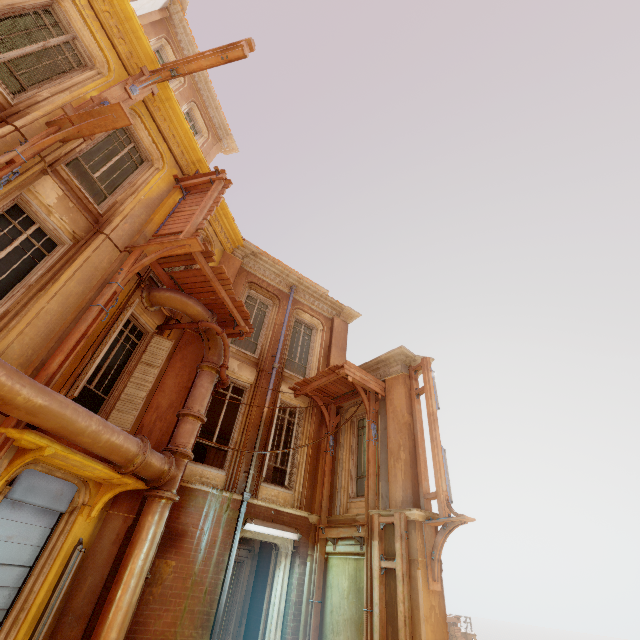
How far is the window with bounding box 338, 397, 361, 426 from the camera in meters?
11.4

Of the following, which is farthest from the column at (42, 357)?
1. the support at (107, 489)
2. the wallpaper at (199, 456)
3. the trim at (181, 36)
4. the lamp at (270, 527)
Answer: the trim at (181, 36)

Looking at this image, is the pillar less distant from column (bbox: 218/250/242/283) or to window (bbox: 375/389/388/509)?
window (bbox: 375/389/388/509)

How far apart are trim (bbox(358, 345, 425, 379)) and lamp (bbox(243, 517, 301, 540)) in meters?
4.5 m

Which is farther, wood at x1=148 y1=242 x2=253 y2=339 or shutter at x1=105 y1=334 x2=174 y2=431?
wood at x1=148 y1=242 x2=253 y2=339

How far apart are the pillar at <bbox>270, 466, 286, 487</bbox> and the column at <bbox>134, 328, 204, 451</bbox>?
4.8m

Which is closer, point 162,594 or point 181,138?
point 162,594

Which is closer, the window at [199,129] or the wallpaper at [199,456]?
the window at [199,129]
